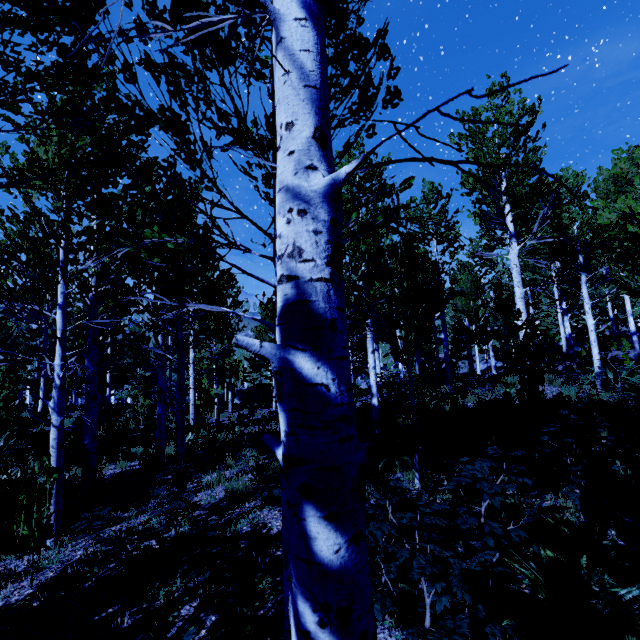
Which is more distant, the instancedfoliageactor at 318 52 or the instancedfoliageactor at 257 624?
the instancedfoliageactor at 257 624

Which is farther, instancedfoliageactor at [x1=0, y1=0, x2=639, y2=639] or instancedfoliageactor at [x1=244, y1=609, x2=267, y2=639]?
instancedfoliageactor at [x1=244, y1=609, x2=267, y2=639]

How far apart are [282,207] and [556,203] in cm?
969
